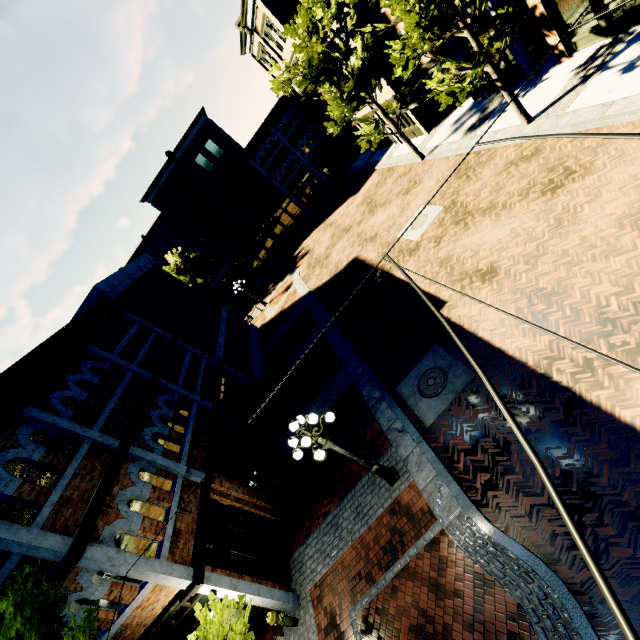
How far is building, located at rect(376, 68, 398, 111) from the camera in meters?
20.0

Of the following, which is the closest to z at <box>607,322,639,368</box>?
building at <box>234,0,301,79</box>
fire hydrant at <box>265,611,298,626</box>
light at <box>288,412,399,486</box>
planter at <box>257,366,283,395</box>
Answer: light at <box>288,412,399,486</box>

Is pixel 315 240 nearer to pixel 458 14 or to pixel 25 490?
pixel 458 14

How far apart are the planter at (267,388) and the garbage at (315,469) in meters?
6.9

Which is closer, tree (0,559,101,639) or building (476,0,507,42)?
tree (0,559,101,639)

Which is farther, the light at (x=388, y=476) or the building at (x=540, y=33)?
the building at (x=540, y=33)

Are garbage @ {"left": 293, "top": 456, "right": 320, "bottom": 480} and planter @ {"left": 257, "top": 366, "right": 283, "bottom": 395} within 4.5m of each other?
no

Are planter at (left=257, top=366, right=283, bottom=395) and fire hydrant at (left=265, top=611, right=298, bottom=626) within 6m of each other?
no
